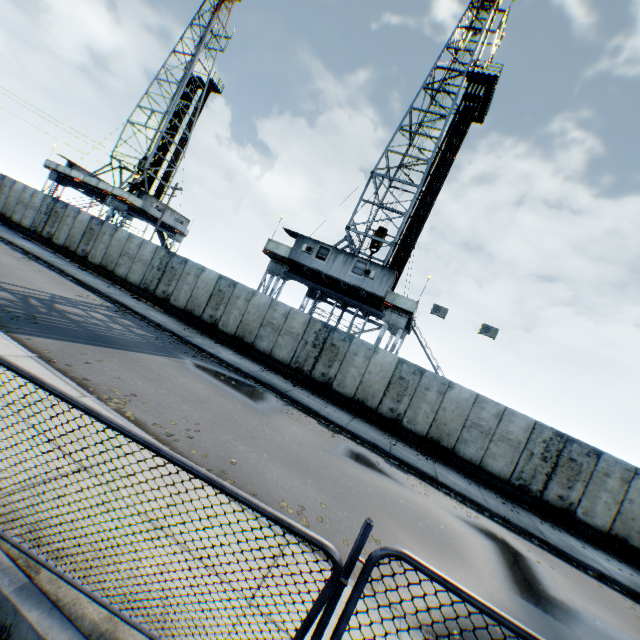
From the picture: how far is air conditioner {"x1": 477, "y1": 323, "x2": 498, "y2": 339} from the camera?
17.2m

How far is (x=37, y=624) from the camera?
2.71m

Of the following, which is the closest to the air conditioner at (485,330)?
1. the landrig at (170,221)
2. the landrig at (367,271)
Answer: the landrig at (367,271)

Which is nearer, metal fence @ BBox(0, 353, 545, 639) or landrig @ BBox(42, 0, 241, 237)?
metal fence @ BBox(0, 353, 545, 639)

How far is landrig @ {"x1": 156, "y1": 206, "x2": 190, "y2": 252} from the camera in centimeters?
3774cm

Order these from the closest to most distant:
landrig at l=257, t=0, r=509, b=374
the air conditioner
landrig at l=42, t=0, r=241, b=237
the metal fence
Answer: the metal fence
the air conditioner
landrig at l=257, t=0, r=509, b=374
landrig at l=42, t=0, r=241, b=237

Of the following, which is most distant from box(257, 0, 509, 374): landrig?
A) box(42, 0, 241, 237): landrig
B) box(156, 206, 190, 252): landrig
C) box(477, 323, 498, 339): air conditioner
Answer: box(42, 0, 241, 237): landrig

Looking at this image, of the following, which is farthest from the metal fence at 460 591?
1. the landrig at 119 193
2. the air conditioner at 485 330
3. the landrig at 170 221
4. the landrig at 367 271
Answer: the landrig at 119 193
